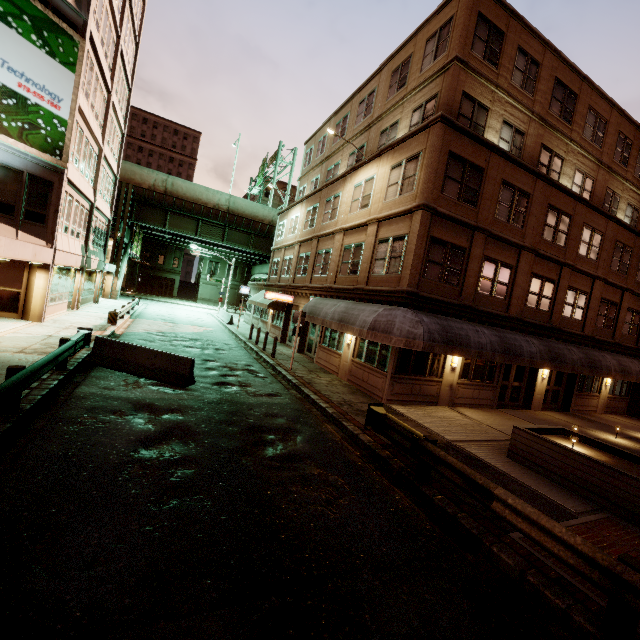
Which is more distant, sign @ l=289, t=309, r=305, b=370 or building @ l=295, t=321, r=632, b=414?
sign @ l=289, t=309, r=305, b=370

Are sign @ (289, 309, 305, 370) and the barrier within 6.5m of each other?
yes

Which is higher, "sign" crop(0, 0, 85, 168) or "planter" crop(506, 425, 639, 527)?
"sign" crop(0, 0, 85, 168)

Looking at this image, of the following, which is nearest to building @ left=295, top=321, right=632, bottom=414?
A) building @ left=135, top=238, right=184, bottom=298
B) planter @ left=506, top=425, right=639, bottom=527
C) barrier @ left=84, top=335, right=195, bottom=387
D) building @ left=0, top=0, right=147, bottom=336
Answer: planter @ left=506, top=425, right=639, bottom=527

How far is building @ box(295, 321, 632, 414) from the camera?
13.6m

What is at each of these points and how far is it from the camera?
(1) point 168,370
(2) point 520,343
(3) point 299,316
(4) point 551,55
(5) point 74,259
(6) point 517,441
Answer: (1) barrier, 11.1m
(2) awning, 14.5m
(3) sign, 15.9m
(4) building, 16.5m
(5) building, 19.9m
(6) planter, 9.4m

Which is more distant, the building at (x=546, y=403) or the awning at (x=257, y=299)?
the awning at (x=257, y=299)

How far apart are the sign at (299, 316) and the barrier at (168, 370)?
5.3 meters
